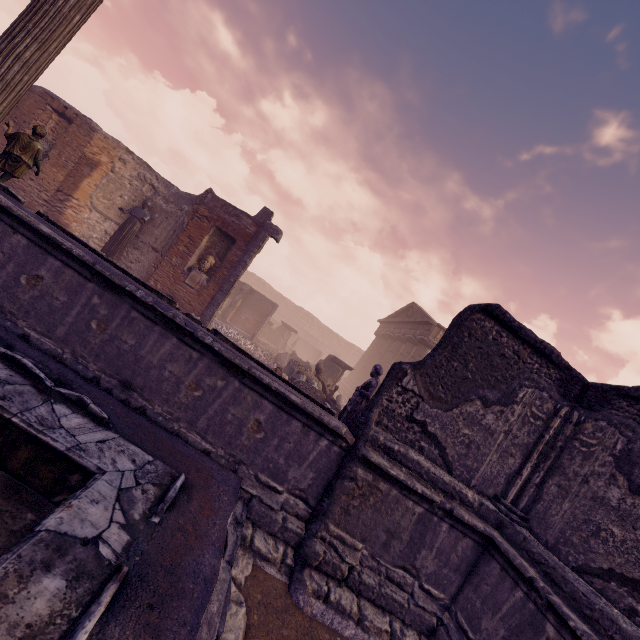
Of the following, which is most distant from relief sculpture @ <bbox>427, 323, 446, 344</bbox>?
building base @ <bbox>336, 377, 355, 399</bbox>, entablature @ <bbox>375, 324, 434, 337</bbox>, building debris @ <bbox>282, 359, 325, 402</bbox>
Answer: building debris @ <bbox>282, 359, 325, 402</bbox>

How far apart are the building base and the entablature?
5.3 meters

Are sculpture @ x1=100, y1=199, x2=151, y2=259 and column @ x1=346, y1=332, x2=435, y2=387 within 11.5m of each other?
no

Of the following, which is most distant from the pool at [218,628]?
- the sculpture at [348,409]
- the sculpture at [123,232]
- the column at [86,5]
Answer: the sculpture at [123,232]

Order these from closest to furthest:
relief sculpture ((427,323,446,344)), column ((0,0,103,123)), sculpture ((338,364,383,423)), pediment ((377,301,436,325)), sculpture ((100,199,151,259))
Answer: column ((0,0,103,123)) < sculpture ((338,364,383,423)) < sculpture ((100,199,151,259)) < relief sculpture ((427,323,446,344)) < pediment ((377,301,436,325))

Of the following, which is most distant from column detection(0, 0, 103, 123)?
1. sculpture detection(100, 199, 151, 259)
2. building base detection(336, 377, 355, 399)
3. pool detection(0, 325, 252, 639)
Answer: building base detection(336, 377, 355, 399)

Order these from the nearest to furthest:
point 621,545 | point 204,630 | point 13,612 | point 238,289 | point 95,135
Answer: point 13,612 → point 204,630 → point 621,545 → point 95,135 → point 238,289

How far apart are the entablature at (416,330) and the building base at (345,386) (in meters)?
5.29
